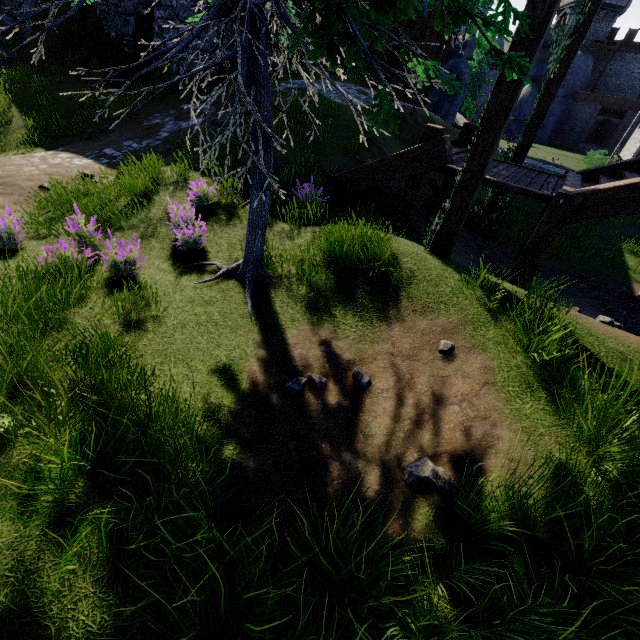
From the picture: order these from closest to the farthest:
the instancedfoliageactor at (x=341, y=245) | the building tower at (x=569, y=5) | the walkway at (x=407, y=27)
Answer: the instancedfoliageactor at (x=341, y=245) < the walkway at (x=407, y=27) < the building tower at (x=569, y=5)

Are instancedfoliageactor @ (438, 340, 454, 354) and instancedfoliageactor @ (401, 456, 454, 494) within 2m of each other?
yes

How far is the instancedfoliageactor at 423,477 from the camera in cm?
280

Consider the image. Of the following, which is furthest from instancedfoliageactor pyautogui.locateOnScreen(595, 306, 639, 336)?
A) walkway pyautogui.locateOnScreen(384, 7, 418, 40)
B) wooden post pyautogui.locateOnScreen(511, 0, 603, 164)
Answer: walkway pyautogui.locateOnScreen(384, 7, 418, 40)

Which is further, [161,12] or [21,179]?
[161,12]

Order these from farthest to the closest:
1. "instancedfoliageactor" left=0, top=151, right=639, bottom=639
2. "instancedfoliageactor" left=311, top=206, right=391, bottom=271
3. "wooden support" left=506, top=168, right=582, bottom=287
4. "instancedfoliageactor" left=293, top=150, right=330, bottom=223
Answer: "instancedfoliageactor" left=293, top=150, right=330, bottom=223 → "wooden support" left=506, top=168, right=582, bottom=287 → "instancedfoliageactor" left=311, top=206, right=391, bottom=271 → "instancedfoliageactor" left=0, top=151, right=639, bottom=639

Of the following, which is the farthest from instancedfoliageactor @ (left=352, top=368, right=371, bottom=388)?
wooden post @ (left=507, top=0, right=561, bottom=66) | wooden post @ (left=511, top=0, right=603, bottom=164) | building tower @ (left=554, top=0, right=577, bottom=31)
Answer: building tower @ (left=554, top=0, right=577, bottom=31)

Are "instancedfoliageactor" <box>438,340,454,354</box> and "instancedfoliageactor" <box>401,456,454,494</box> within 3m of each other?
yes
